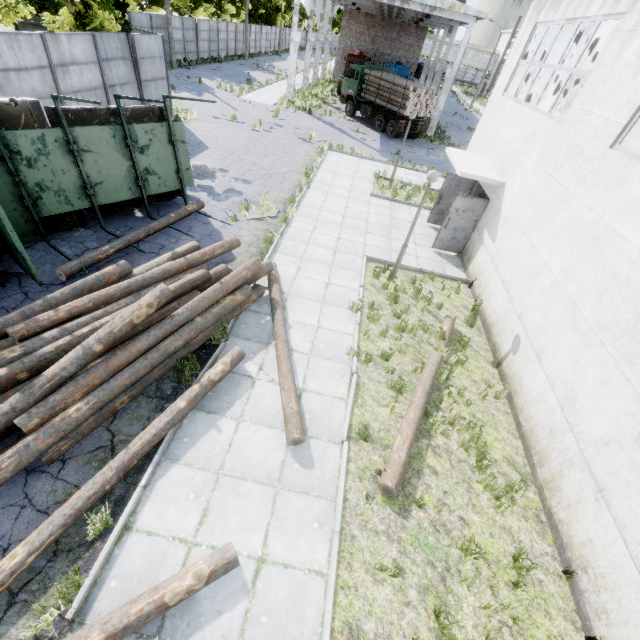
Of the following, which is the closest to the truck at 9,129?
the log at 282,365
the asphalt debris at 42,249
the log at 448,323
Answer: the asphalt debris at 42,249

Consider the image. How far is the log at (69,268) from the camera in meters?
7.5

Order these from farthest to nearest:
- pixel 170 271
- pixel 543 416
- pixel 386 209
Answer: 1. pixel 386 209
2. pixel 170 271
3. pixel 543 416

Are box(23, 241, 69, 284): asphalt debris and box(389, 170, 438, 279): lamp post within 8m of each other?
no

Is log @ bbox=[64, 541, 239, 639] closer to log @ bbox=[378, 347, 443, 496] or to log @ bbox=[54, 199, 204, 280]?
log @ bbox=[378, 347, 443, 496]

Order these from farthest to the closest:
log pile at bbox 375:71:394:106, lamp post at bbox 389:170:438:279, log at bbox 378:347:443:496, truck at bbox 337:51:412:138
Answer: truck at bbox 337:51:412:138, log pile at bbox 375:71:394:106, lamp post at bbox 389:170:438:279, log at bbox 378:347:443:496

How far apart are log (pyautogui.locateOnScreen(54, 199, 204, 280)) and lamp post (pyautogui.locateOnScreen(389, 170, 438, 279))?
7.0m

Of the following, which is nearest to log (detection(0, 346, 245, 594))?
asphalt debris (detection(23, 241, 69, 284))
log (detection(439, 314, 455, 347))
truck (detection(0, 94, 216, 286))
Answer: log (detection(439, 314, 455, 347))
